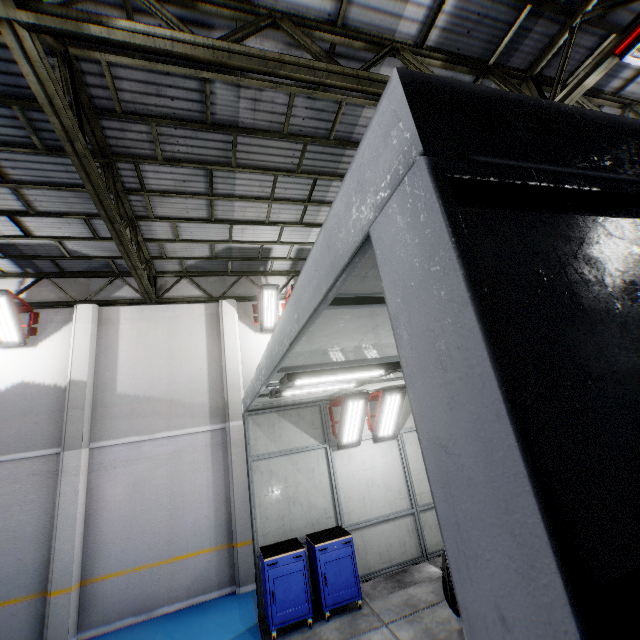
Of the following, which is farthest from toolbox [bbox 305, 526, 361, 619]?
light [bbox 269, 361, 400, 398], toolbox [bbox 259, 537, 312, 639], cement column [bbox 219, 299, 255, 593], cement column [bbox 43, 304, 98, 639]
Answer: cement column [bbox 43, 304, 98, 639]

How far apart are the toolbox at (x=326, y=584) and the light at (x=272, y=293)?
5.9 meters

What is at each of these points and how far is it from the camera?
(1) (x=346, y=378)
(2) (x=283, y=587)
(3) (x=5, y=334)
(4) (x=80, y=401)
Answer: (1) light, 4.5m
(2) toolbox, 5.9m
(3) light, 8.4m
(4) cement column, 8.5m

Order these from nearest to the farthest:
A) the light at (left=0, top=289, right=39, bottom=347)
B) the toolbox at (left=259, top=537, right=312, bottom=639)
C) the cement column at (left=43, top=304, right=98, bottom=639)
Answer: the toolbox at (left=259, top=537, right=312, bottom=639) → the cement column at (left=43, top=304, right=98, bottom=639) → the light at (left=0, top=289, right=39, bottom=347)

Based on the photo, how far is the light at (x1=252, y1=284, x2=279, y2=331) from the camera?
10.09m

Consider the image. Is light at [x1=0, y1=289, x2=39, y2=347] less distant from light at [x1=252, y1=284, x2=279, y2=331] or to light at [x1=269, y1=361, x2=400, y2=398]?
light at [x1=252, y1=284, x2=279, y2=331]

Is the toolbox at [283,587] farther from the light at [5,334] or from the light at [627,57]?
the light at [627,57]

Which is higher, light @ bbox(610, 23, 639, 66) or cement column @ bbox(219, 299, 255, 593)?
light @ bbox(610, 23, 639, 66)
